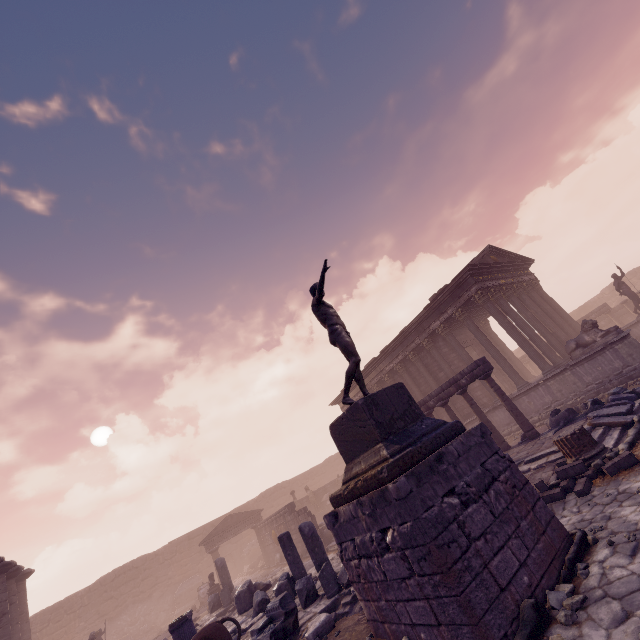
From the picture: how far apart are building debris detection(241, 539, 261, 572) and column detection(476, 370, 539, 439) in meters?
26.3 m

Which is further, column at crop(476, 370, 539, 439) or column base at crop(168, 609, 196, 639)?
column at crop(476, 370, 539, 439)

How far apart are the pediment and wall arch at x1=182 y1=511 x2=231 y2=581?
7.35m

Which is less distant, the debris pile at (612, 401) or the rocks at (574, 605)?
the rocks at (574, 605)

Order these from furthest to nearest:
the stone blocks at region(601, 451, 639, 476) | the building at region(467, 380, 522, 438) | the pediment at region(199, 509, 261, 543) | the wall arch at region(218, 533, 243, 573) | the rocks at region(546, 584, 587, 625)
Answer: the wall arch at region(218, 533, 243, 573) < the pediment at region(199, 509, 261, 543) < the building at region(467, 380, 522, 438) < the stone blocks at region(601, 451, 639, 476) < the rocks at region(546, 584, 587, 625)

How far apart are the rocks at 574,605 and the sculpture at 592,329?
12.0 meters

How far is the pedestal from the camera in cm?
474

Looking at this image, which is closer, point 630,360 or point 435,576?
point 435,576
